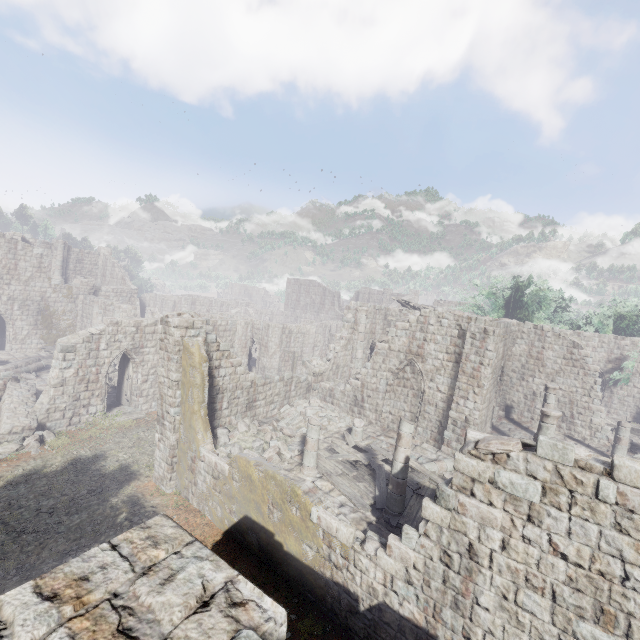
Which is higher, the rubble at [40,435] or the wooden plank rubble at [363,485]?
the wooden plank rubble at [363,485]

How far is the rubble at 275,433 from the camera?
13.3 meters

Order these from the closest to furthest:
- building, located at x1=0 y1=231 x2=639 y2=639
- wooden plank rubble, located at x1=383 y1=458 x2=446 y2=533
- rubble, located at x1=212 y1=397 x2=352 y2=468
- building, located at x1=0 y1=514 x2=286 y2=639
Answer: building, located at x1=0 y1=514 x2=286 y2=639
building, located at x1=0 y1=231 x2=639 y2=639
wooden plank rubble, located at x1=383 y1=458 x2=446 y2=533
rubble, located at x1=212 y1=397 x2=352 y2=468

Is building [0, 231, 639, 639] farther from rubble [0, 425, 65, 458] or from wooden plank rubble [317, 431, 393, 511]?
rubble [0, 425, 65, 458]

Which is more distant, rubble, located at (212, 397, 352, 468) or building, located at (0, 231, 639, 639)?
rubble, located at (212, 397, 352, 468)

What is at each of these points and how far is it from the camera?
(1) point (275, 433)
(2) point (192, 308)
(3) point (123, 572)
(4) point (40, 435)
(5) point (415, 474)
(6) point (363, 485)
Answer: (1) rubble, 15.15m
(2) building, 48.09m
(3) building, 1.98m
(4) rubble, 16.25m
(5) wooden plank rubble, 12.97m
(6) wooden plank rubble, 12.12m

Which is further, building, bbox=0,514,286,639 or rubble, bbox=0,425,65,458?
rubble, bbox=0,425,65,458
